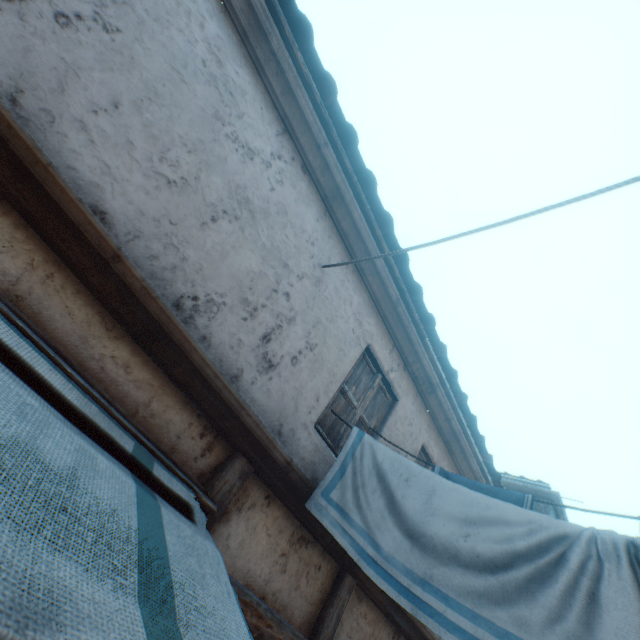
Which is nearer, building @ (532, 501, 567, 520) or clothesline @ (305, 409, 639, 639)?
clothesline @ (305, 409, 639, 639)

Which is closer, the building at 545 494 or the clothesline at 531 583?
the clothesline at 531 583

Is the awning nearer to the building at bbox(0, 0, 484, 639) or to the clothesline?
the building at bbox(0, 0, 484, 639)

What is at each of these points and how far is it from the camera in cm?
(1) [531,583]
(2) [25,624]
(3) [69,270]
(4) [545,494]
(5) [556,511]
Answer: (1) clothesline, 171
(2) awning, 64
(3) building, 200
(4) building, 1048
(5) building, 1059

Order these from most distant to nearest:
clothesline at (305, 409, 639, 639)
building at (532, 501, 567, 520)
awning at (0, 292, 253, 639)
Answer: building at (532, 501, 567, 520)
clothesline at (305, 409, 639, 639)
awning at (0, 292, 253, 639)

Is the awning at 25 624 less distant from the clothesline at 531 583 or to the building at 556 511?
the building at 556 511

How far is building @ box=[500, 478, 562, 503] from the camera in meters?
10.3 m
